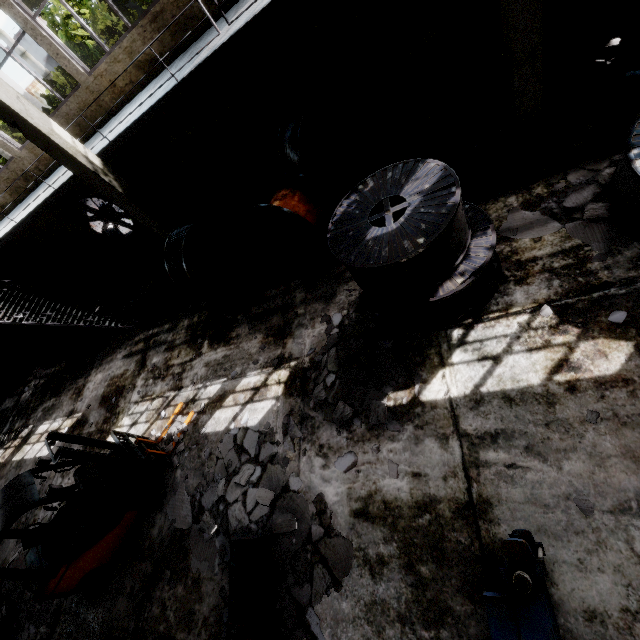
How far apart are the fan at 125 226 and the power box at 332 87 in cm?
827

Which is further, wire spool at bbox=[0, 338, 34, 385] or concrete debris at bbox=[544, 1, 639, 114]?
wire spool at bbox=[0, 338, 34, 385]

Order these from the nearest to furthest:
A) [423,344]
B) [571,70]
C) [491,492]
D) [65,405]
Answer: [491,492], [423,344], [571,70], [65,405]

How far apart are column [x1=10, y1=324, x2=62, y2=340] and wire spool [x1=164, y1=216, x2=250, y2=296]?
10.3m

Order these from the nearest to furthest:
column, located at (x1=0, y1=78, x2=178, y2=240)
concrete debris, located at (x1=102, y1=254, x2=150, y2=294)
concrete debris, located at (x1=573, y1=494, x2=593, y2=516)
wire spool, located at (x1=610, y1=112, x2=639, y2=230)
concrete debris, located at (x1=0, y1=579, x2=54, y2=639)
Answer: concrete debris, located at (x1=573, y1=494, x2=593, y2=516), wire spool, located at (x1=610, y1=112, x2=639, y2=230), column, located at (x1=0, y1=78, x2=178, y2=240), concrete debris, located at (x1=0, y1=579, x2=54, y2=639), concrete debris, located at (x1=102, y1=254, x2=150, y2=294)

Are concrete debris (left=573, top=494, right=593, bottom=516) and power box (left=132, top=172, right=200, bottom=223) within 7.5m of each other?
no

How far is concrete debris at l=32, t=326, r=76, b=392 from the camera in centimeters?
1372cm

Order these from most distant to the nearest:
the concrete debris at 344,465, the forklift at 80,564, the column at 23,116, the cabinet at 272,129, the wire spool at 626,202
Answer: the cabinet at 272,129 < the column at 23,116 < the forklift at 80,564 < the concrete debris at 344,465 < the wire spool at 626,202
